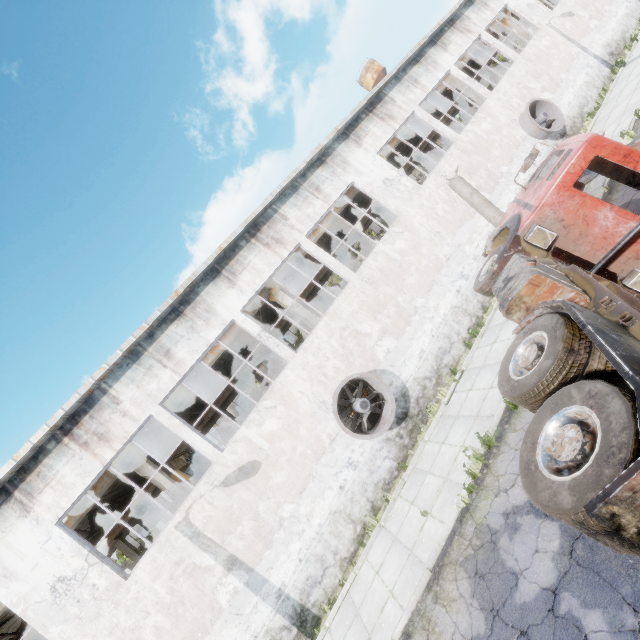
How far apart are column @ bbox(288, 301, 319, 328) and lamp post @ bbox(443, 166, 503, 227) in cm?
758

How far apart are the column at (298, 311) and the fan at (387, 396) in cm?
283

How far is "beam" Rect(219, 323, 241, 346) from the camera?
14.3m

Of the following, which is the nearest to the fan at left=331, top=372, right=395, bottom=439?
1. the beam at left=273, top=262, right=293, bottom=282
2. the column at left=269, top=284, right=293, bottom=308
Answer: the column at left=269, top=284, right=293, bottom=308

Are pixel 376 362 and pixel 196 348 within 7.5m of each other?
yes

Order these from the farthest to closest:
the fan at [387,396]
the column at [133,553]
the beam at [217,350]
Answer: the column at [133,553] → the beam at [217,350] → the fan at [387,396]

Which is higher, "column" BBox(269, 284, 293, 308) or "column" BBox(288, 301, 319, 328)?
"column" BBox(269, 284, 293, 308)

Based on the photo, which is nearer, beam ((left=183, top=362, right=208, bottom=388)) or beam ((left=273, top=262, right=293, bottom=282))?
beam ((left=183, top=362, right=208, bottom=388))
